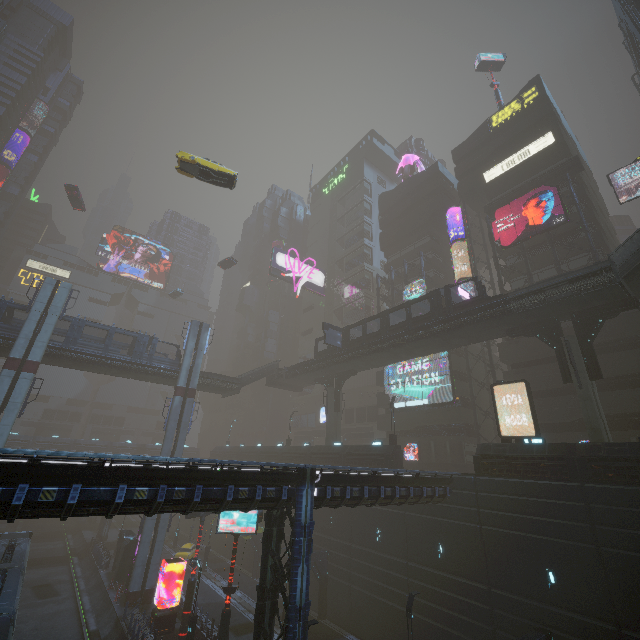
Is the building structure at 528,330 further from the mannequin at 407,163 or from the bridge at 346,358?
the mannequin at 407,163

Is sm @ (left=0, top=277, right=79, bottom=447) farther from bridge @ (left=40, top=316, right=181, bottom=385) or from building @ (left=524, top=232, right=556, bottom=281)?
building @ (left=524, top=232, right=556, bottom=281)

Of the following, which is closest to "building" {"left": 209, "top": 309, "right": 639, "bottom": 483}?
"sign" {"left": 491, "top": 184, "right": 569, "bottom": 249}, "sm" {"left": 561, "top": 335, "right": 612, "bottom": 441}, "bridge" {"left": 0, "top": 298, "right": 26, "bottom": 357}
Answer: "sm" {"left": 561, "top": 335, "right": 612, "bottom": 441}

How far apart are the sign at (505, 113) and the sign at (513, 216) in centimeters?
1354cm

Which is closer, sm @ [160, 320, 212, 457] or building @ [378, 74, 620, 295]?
sm @ [160, 320, 212, 457]

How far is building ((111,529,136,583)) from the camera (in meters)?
33.09

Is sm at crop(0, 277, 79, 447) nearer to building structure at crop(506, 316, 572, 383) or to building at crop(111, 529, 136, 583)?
building at crop(111, 529, 136, 583)

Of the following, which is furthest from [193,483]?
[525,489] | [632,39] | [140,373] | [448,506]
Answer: [632,39]
